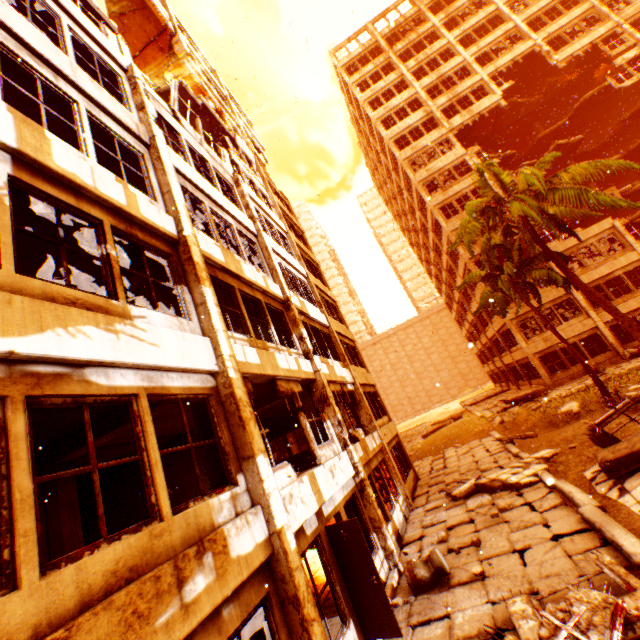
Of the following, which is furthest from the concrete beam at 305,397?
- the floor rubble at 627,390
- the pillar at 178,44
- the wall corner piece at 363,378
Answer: the floor rubble at 627,390

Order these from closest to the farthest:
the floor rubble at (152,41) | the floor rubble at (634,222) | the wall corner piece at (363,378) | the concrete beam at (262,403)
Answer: the concrete beam at (262,403)
the floor rubble at (152,41)
the wall corner piece at (363,378)
the floor rubble at (634,222)

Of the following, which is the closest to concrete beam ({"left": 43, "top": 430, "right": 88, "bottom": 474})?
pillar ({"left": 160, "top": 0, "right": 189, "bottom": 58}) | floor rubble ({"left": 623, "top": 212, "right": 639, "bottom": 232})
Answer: pillar ({"left": 160, "top": 0, "right": 189, "bottom": 58})

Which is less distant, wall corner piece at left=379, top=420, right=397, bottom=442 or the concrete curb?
the concrete curb

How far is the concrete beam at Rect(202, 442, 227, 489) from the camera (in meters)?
5.40

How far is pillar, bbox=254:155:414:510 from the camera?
13.6m

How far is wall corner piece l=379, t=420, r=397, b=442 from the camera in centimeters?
1510cm

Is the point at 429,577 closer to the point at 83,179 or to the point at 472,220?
the point at 83,179
